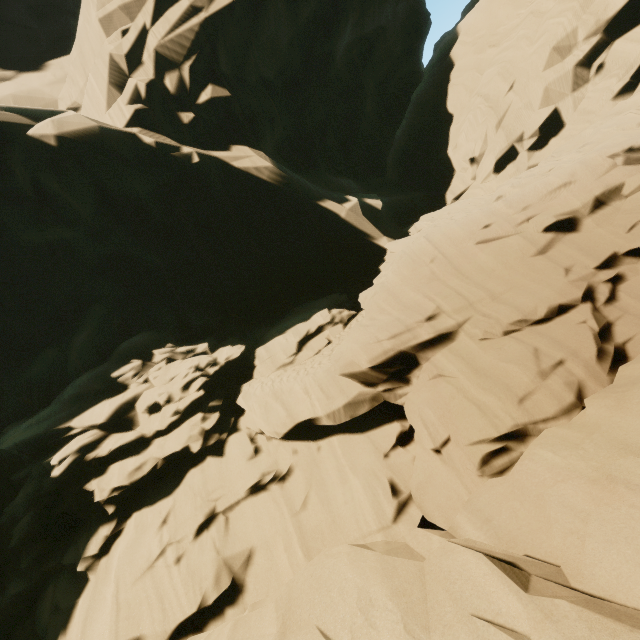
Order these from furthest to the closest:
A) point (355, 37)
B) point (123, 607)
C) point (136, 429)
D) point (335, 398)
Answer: point (355, 37) < point (136, 429) < point (335, 398) < point (123, 607)
